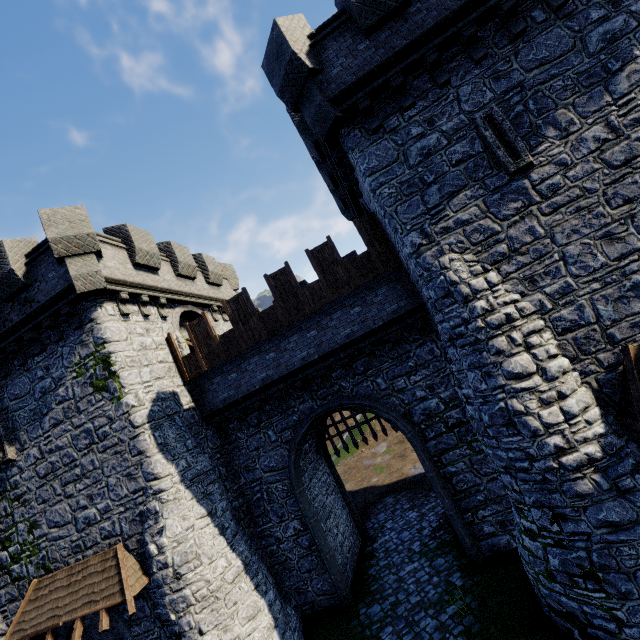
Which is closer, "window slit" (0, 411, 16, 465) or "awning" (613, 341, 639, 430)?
"awning" (613, 341, 639, 430)

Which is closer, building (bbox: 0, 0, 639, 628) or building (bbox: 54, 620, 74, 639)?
building (bbox: 0, 0, 639, 628)

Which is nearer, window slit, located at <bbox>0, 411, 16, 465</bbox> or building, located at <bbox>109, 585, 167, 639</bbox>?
building, located at <bbox>109, 585, 167, 639</bbox>

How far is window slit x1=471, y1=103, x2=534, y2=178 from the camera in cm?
787

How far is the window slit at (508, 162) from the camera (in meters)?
7.87

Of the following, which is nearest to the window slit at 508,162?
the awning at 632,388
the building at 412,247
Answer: the building at 412,247

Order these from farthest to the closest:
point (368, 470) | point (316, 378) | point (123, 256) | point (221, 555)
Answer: point (368, 470)
point (123, 256)
point (316, 378)
point (221, 555)

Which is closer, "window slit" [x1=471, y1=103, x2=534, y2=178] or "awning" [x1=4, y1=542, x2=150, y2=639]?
"window slit" [x1=471, y1=103, x2=534, y2=178]
